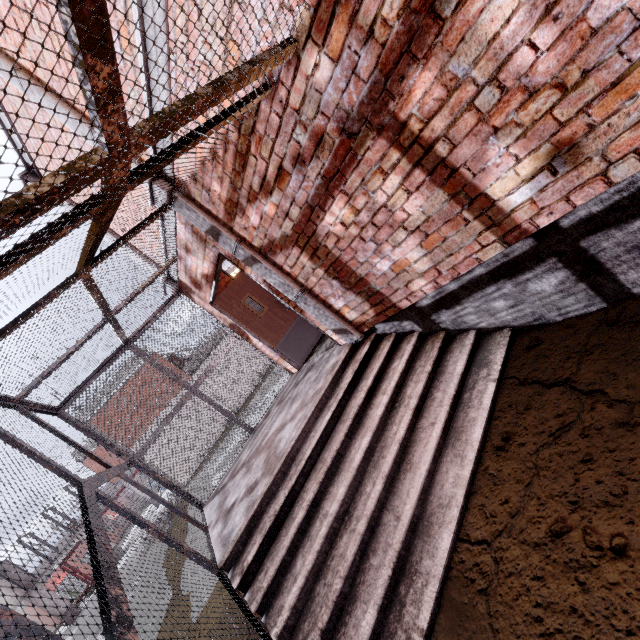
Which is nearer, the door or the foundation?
the foundation

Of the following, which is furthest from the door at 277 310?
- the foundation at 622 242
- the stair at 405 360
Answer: the foundation at 622 242

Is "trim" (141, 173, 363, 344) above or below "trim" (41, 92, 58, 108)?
below

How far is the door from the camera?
6.5 meters

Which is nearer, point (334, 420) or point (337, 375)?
point (334, 420)

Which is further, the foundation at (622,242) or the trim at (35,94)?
the trim at (35,94)

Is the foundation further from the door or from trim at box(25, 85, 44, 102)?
the door
